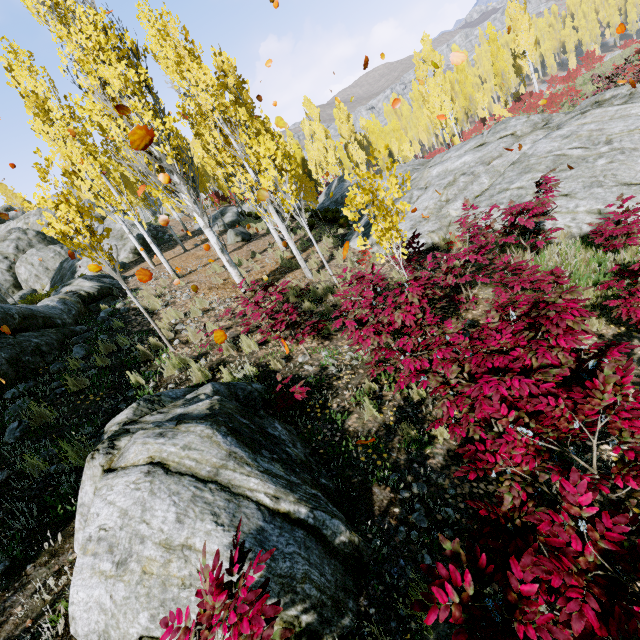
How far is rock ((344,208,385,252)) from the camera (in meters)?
11.60

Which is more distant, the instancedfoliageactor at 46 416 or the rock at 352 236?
the rock at 352 236

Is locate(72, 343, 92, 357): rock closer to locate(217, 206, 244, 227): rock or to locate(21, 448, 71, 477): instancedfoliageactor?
locate(21, 448, 71, 477): instancedfoliageactor

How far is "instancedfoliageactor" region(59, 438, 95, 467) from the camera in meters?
3.9

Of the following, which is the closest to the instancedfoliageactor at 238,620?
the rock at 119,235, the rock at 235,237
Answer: the rock at 119,235

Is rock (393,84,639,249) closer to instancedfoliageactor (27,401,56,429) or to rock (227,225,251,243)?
instancedfoliageactor (27,401,56,429)

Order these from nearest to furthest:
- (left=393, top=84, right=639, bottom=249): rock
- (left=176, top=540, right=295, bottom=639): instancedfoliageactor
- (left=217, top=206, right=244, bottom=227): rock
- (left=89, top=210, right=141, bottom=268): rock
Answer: (left=176, top=540, right=295, bottom=639): instancedfoliageactor
(left=393, top=84, right=639, bottom=249): rock
(left=89, top=210, right=141, bottom=268): rock
(left=217, top=206, right=244, bottom=227): rock

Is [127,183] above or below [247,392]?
above
